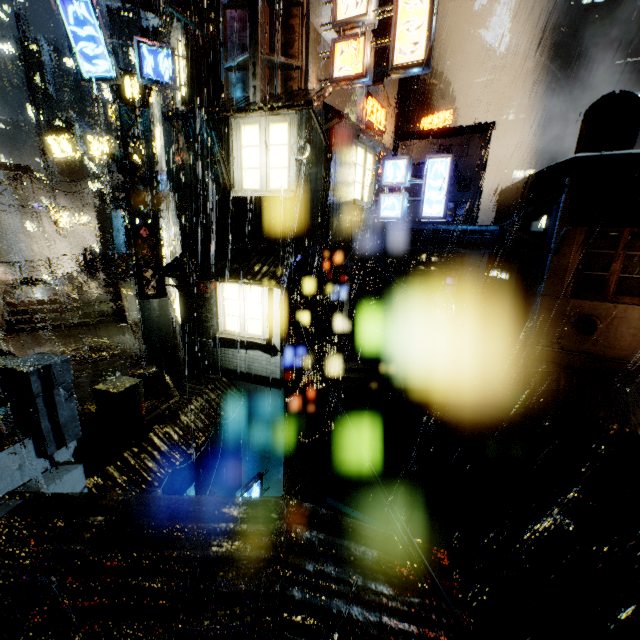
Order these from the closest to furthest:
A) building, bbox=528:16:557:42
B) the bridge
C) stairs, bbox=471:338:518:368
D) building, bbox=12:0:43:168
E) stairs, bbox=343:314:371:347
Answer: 1. the bridge
2. stairs, bbox=343:314:371:347
3. stairs, bbox=471:338:518:368
4. building, bbox=12:0:43:168
5. building, bbox=528:16:557:42

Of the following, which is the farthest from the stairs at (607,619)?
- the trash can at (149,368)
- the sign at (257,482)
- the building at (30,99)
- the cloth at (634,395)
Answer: the trash can at (149,368)

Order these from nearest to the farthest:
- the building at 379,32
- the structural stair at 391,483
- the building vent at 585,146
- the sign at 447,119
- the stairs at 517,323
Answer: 1. the structural stair at 391,483
2. the building vent at 585,146
3. the stairs at 517,323
4. the building at 379,32
5. the sign at 447,119

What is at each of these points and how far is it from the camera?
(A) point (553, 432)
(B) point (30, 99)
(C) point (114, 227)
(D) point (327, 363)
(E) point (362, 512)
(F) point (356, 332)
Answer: (A) building, 15.61m
(B) building, 28.86m
(C) building, 35.84m
(D) building, 13.99m
(E) stairs, 14.05m
(F) stairs, 23.44m

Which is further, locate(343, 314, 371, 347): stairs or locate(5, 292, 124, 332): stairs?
locate(343, 314, 371, 347): stairs

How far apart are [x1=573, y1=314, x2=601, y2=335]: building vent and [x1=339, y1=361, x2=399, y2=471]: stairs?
9.3m

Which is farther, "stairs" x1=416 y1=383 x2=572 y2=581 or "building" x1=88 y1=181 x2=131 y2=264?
"building" x1=88 y1=181 x2=131 y2=264

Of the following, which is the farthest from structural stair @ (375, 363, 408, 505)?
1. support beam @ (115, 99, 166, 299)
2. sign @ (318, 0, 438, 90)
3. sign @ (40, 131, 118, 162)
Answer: sign @ (318, 0, 438, 90)
